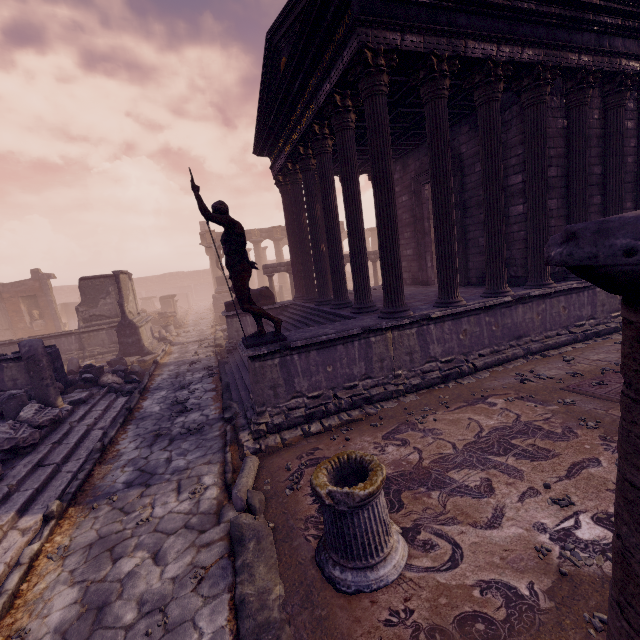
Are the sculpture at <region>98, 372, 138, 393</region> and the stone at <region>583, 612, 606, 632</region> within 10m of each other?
no

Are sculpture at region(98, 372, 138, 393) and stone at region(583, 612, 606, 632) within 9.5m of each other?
no

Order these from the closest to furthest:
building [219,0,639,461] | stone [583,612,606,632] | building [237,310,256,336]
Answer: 1. stone [583,612,606,632]
2. building [219,0,639,461]
3. building [237,310,256,336]

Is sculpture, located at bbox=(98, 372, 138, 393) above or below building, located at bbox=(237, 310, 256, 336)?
below

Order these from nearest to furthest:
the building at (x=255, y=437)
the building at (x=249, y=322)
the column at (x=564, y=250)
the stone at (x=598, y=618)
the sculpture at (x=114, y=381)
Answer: the column at (x=564, y=250)
the stone at (x=598, y=618)
the building at (x=255, y=437)
the sculpture at (x=114, y=381)
the building at (x=249, y=322)

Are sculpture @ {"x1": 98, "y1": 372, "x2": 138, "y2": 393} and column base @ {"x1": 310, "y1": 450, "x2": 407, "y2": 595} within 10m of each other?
yes

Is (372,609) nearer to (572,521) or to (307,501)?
(307,501)

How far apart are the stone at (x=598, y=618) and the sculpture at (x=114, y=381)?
10.6 meters
